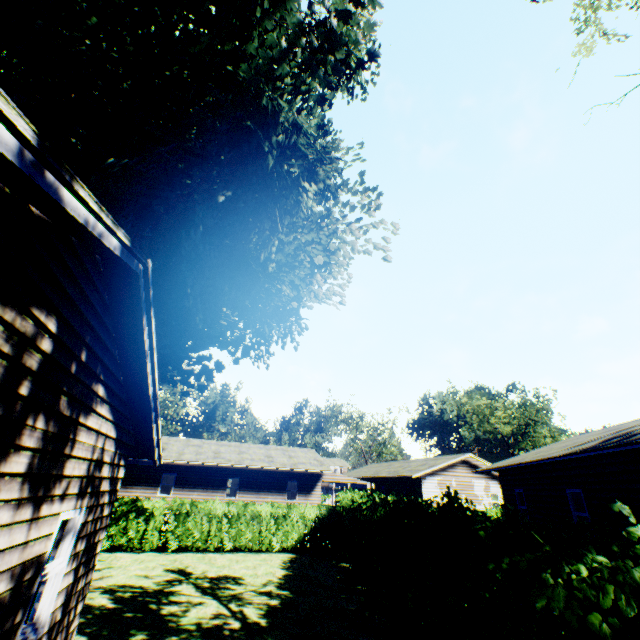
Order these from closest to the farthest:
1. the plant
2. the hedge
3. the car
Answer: the hedge → the plant → the car

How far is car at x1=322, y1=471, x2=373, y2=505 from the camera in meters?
28.8 m

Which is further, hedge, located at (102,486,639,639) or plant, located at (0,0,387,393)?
plant, located at (0,0,387,393)

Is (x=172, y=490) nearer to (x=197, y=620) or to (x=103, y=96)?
(x=197, y=620)

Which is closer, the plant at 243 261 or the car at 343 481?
the plant at 243 261

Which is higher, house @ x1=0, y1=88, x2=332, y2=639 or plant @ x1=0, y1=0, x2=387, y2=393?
plant @ x1=0, y1=0, x2=387, y2=393

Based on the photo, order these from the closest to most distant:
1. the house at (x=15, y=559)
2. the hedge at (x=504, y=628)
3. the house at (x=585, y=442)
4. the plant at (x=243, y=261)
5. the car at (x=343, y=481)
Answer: the hedge at (x=504, y=628)
the house at (x=15, y=559)
the plant at (x=243, y=261)
the house at (x=585, y=442)
the car at (x=343, y=481)

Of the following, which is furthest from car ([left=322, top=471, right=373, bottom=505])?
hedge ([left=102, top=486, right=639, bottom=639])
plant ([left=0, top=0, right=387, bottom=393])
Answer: plant ([left=0, top=0, right=387, bottom=393])
